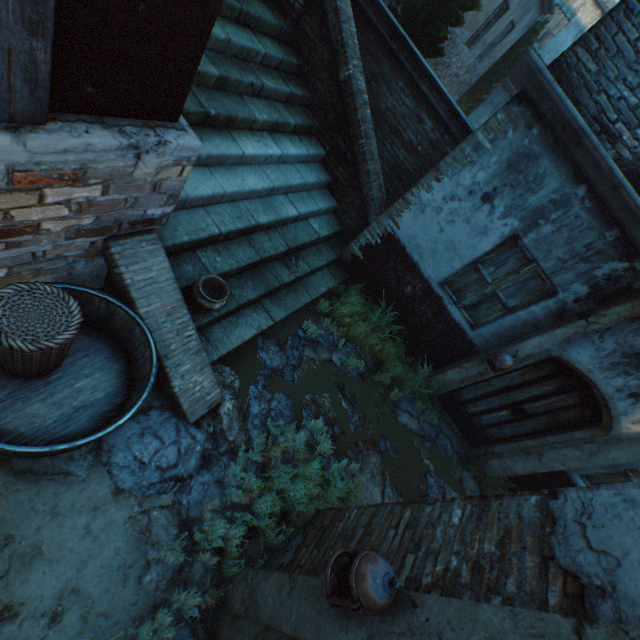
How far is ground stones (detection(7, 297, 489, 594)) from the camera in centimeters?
285cm

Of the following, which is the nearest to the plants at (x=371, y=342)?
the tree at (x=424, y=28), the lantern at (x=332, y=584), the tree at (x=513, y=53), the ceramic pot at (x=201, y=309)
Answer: the ceramic pot at (x=201, y=309)

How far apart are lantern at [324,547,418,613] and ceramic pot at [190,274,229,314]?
2.45m

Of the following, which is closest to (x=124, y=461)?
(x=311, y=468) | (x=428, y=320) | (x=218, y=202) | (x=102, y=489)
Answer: (x=102, y=489)

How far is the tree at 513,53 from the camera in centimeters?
1276cm

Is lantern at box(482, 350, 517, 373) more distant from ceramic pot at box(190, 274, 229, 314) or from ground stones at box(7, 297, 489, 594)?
ceramic pot at box(190, 274, 229, 314)

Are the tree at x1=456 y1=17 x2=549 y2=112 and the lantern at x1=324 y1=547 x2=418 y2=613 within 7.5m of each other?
no

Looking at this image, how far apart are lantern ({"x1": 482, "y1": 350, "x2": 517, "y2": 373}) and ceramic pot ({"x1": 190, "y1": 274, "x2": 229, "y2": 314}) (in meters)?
3.97
